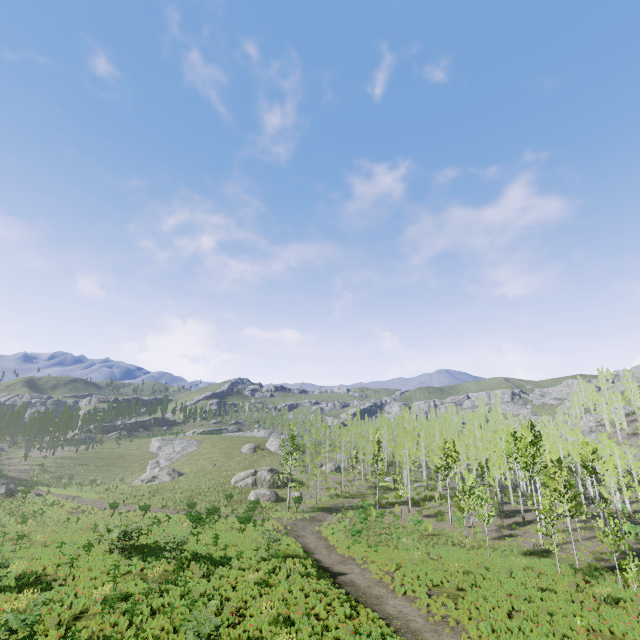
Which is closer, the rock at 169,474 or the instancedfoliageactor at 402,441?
the instancedfoliageactor at 402,441

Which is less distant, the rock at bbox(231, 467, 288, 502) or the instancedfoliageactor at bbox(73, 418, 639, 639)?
the instancedfoliageactor at bbox(73, 418, 639, 639)

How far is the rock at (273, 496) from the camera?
44.3m

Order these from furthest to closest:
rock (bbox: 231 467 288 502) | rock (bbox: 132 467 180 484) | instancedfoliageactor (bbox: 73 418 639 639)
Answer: rock (bbox: 132 467 180 484) < rock (bbox: 231 467 288 502) < instancedfoliageactor (bbox: 73 418 639 639)

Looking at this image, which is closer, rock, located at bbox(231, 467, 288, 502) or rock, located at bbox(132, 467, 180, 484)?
rock, located at bbox(231, 467, 288, 502)

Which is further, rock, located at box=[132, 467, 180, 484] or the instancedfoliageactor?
rock, located at box=[132, 467, 180, 484]

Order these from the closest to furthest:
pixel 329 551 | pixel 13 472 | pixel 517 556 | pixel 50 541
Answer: pixel 50 541 < pixel 517 556 < pixel 329 551 < pixel 13 472

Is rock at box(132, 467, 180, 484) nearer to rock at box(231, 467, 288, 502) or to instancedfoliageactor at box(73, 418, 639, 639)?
rock at box(231, 467, 288, 502)
